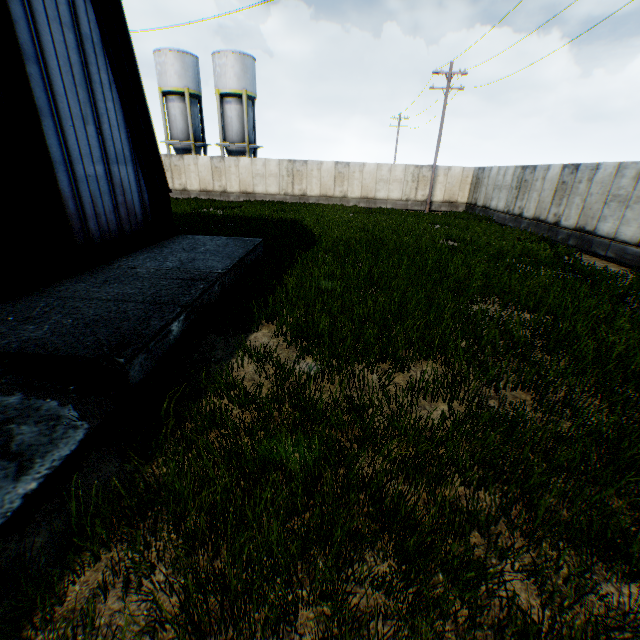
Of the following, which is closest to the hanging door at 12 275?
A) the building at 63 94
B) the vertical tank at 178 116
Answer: the building at 63 94

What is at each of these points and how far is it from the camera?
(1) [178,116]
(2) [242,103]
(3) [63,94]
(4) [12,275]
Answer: (1) vertical tank, 32.41m
(2) vertical tank, 31.89m
(3) building, 6.94m
(4) hanging door, 6.06m

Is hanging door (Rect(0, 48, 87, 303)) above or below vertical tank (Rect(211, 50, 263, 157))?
below

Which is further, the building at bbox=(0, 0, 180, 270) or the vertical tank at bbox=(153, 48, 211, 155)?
the vertical tank at bbox=(153, 48, 211, 155)

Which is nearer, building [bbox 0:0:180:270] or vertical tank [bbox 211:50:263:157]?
building [bbox 0:0:180:270]

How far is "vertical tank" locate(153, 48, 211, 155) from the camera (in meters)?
30.34

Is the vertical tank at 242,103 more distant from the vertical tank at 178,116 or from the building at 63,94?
the building at 63,94

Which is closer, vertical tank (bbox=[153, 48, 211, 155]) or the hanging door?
the hanging door
